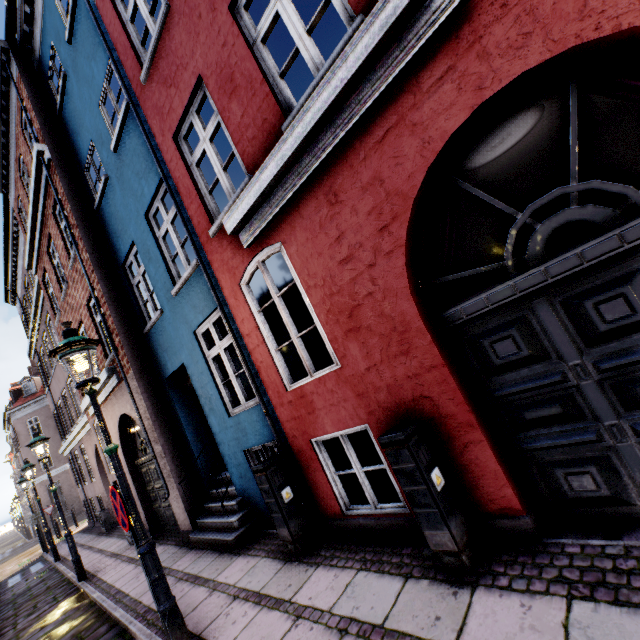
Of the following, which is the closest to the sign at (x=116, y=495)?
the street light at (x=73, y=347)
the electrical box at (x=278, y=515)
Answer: the street light at (x=73, y=347)

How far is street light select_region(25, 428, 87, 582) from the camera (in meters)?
7.97

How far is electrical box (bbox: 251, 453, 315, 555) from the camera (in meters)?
4.36

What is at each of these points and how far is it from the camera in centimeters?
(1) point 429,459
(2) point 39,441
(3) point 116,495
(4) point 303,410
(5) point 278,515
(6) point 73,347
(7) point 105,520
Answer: (1) electrical box, 299cm
(2) street light, 835cm
(3) sign, 366cm
(4) building, 439cm
(5) electrical box, 439cm
(6) street light, 376cm
(7) electrical box, 1323cm

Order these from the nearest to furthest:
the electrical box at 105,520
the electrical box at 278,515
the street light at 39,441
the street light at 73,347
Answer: the street light at 73,347
the electrical box at 278,515
the street light at 39,441
the electrical box at 105,520

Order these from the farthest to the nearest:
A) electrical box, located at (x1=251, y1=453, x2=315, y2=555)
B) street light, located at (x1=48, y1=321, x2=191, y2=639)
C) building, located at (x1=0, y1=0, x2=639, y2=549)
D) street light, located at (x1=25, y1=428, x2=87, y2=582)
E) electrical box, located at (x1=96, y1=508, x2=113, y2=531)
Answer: electrical box, located at (x1=96, y1=508, x2=113, y2=531) < street light, located at (x1=25, y1=428, x2=87, y2=582) < electrical box, located at (x1=251, y1=453, x2=315, y2=555) < street light, located at (x1=48, y1=321, x2=191, y2=639) < building, located at (x1=0, y1=0, x2=639, y2=549)

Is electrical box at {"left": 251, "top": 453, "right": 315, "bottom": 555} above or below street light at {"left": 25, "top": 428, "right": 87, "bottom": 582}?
below

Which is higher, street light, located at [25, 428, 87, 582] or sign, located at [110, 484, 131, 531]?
street light, located at [25, 428, 87, 582]
